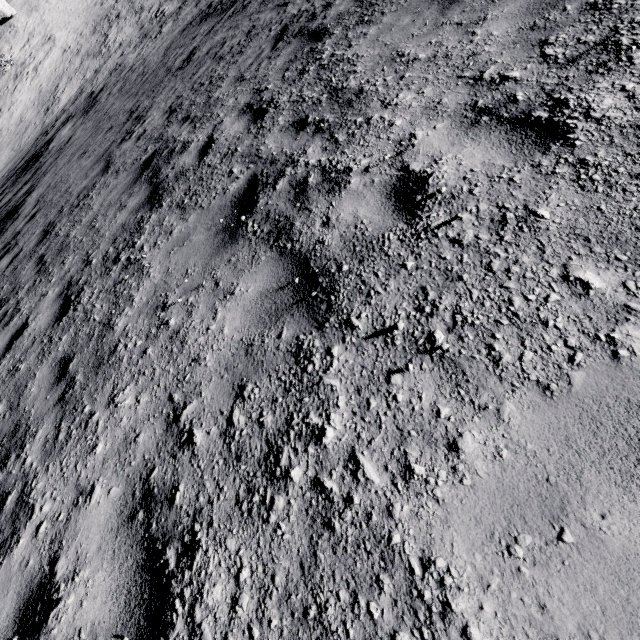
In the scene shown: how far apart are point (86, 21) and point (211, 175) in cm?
4117
